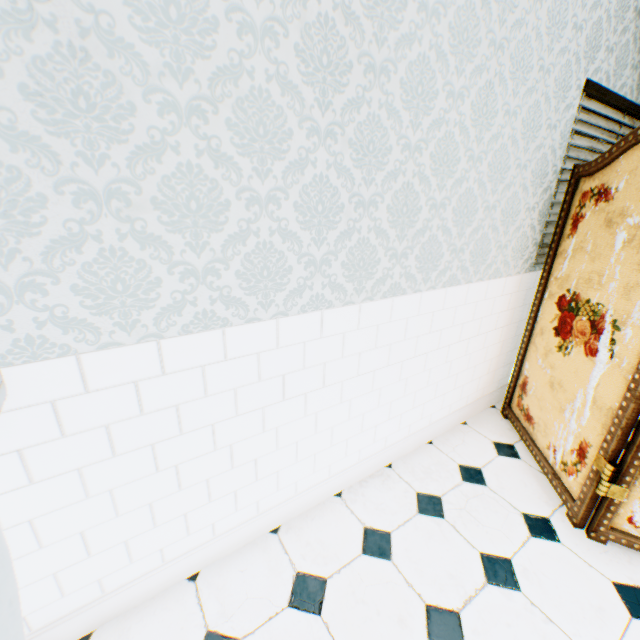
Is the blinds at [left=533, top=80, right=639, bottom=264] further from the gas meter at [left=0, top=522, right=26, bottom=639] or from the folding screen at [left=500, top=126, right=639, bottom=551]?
the gas meter at [left=0, top=522, right=26, bottom=639]

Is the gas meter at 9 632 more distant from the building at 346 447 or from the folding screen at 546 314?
the folding screen at 546 314

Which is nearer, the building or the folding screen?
the building

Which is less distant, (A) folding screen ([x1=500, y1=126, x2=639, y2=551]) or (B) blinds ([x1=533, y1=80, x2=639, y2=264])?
(A) folding screen ([x1=500, y1=126, x2=639, y2=551])

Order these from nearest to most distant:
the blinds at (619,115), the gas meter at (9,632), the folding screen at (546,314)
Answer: the gas meter at (9,632), the folding screen at (546,314), the blinds at (619,115)

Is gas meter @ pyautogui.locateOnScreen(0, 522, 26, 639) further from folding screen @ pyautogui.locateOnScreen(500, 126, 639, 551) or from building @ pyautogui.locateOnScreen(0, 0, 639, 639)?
folding screen @ pyautogui.locateOnScreen(500, 126, 639, 551)

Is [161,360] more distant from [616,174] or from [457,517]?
[616,174]

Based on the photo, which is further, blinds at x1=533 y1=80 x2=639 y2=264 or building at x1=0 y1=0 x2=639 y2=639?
blinds at x1=533 y1=80 x2=639 y2=264
